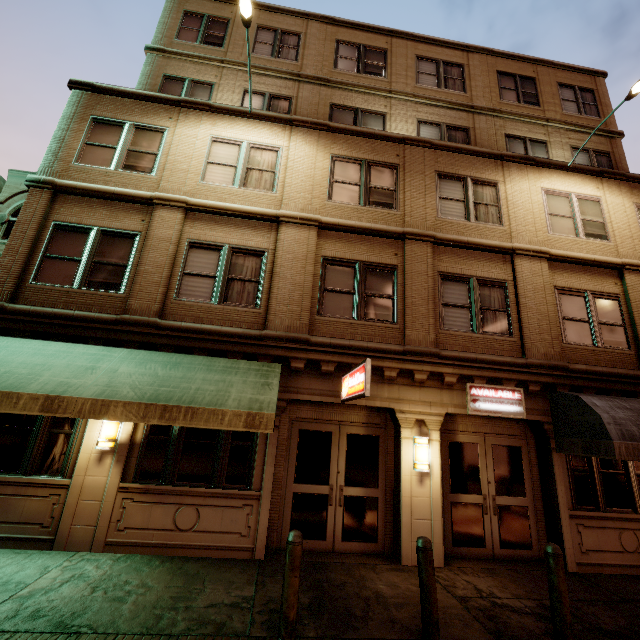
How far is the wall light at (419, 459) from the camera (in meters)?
7.37

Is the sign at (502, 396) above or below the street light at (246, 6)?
below

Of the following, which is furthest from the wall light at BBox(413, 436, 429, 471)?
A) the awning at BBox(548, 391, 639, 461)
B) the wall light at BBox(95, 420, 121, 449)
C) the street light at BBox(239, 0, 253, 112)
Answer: the street light at BBox(239, 0, 253, 112)

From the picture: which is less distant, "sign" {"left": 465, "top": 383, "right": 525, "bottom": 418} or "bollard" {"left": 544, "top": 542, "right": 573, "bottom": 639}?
"bollard" {"left": 544, "top": 542, "right": 573, "bottom": 639}

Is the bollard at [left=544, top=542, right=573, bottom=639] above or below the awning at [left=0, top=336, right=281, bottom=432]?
below

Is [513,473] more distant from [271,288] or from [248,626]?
[271,288]

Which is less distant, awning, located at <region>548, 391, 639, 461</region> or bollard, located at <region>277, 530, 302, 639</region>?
bollard, located at <region>277, 530, 302, 639</region>

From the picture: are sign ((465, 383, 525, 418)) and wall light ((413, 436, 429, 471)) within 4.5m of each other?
yes
